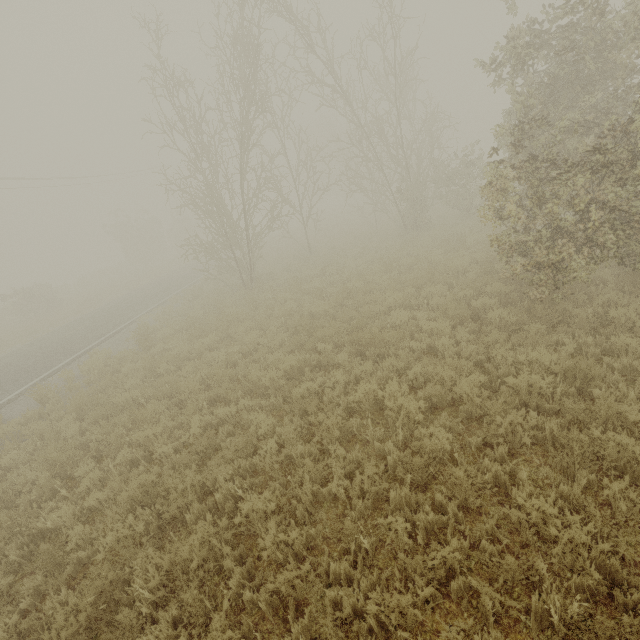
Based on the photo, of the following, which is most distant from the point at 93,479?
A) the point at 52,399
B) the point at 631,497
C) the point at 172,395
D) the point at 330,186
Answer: Answer: the point at 330,186
